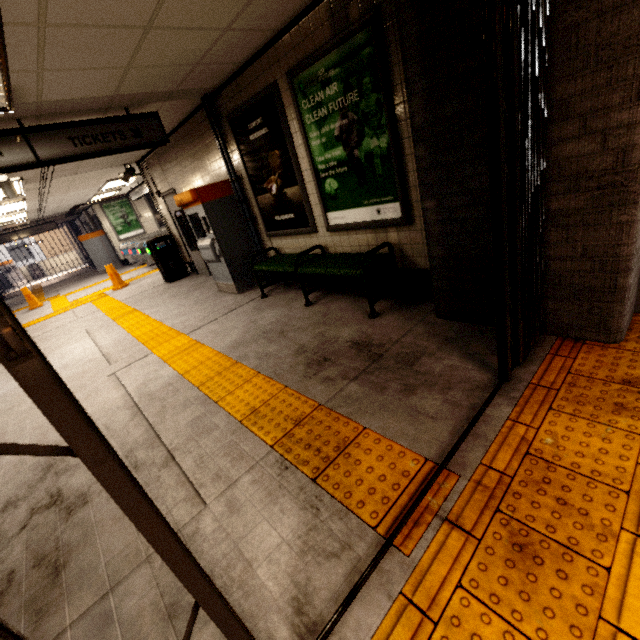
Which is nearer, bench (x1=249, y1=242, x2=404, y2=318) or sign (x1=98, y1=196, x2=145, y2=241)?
bench (x1=249, y1=242, x2=404, y2=318)

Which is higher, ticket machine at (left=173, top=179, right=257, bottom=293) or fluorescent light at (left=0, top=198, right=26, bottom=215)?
fluorescent light at (left=0, top=198, right=26, bottom=215)

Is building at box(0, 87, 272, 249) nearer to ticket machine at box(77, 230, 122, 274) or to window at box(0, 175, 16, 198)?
window at box(0, 175, 16, 198)

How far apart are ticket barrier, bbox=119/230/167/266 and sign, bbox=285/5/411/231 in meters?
12.3

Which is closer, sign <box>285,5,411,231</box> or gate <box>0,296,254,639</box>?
gate <box>0,296,254,639</box>

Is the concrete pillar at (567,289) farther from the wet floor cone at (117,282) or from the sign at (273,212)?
the wet floor cone at (117,282)

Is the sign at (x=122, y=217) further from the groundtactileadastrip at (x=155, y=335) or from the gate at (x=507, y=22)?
the gate at (x=507, y=22)

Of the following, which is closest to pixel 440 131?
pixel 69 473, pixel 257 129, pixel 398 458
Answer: pixel 398 458
